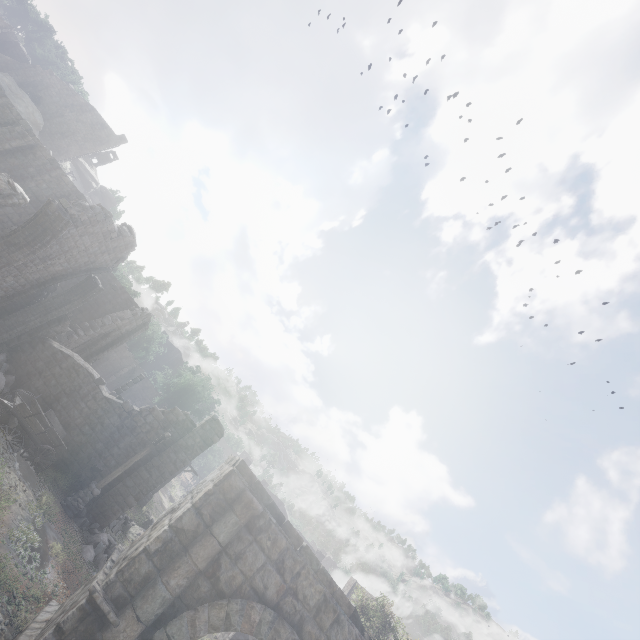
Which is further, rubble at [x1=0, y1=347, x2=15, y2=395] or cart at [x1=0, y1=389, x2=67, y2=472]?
rubble at [x1=0, y1=347, x2=15, y2=395]

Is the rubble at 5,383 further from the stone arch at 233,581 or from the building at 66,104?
the stone arch at 233,581

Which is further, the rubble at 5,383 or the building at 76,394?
the building at 76,394

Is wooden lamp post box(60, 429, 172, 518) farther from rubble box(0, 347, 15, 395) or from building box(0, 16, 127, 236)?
rubble box(0, 347, 15, 395)

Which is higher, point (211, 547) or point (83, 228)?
point (83, 228)

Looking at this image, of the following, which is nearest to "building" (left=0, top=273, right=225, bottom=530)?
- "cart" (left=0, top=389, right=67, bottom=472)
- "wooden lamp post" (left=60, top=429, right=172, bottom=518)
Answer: "cart" (left=0, top=389, right=67, bottom=472)

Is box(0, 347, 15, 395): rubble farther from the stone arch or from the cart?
the stone arch

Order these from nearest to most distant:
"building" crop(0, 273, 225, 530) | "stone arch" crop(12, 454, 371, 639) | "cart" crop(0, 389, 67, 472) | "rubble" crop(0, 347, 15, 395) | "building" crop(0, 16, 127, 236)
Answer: "stone arch" crop(12, 454, 371, 639) → "cart" crop(0, 389, 67, 472) → "rubble" crop(0, 347, 15, 395) → "building" crop(0, 273, 225, 530) → "building" crop(0, 16, 127, 236)
